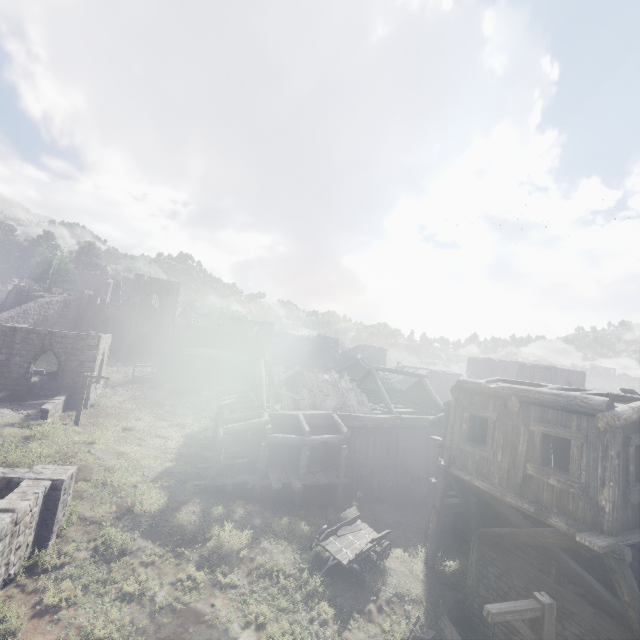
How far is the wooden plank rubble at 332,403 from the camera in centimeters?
2133cm

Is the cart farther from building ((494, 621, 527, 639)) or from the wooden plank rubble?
the wooden plank rubble

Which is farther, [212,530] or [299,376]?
[299,376]

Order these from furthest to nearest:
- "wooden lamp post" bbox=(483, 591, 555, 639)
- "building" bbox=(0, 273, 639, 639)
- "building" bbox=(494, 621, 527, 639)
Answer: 1. "building" bbox=(494, 621, 527, 639)
2. "building" bbox=(0, 273, 639, 639)
3. "wooden lamp post" bbox=(483, 591, 555, 639)

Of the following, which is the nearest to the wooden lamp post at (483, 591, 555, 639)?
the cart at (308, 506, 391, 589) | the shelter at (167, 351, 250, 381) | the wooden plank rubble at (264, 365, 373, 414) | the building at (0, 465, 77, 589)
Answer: the cart at (308, 506, 391, 589)

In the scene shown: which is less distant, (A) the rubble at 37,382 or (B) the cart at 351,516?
(B) the cart at 351,516

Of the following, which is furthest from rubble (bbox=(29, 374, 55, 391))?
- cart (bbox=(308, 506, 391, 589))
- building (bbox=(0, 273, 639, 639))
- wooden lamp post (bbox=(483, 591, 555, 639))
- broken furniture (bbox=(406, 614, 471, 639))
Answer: wooden lamp post (bbox=(483, 591, 555, 639))

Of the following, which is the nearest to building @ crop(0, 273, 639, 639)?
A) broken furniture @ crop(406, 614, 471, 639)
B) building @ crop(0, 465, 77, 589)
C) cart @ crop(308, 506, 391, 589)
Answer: broken furniture @ crop(406, 614, 471, 639)
